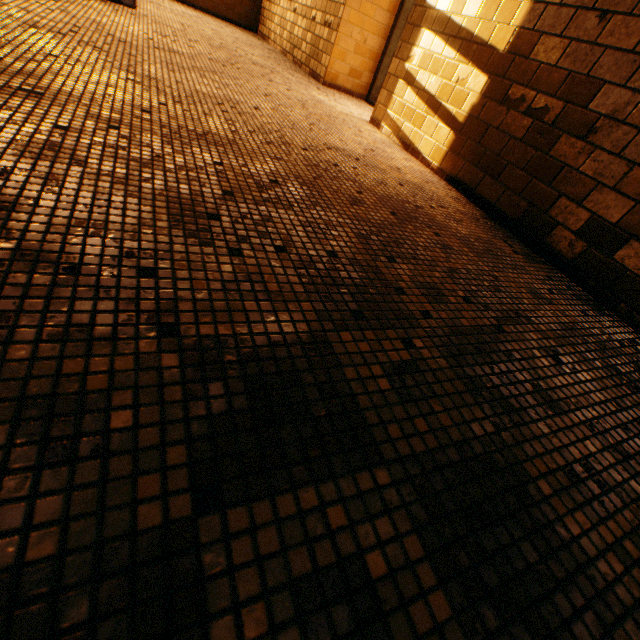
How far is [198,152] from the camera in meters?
1.6
